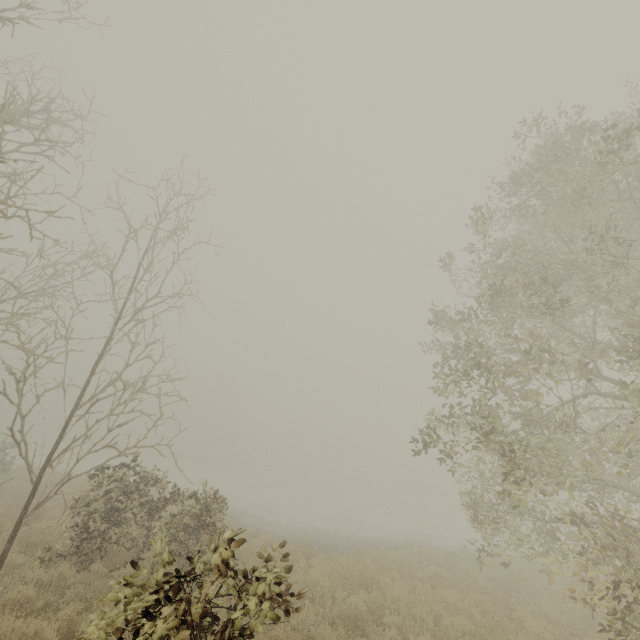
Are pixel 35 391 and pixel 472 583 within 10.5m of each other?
no
